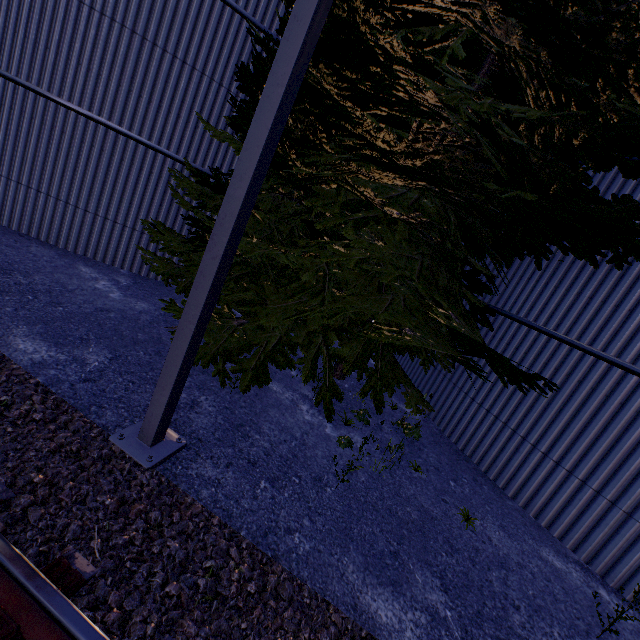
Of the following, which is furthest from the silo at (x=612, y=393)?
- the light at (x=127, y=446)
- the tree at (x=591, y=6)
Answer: the light at (x=127, y=446)

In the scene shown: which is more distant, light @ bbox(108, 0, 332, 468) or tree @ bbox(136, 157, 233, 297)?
tree @ bbox(136, 157, 233, 297)

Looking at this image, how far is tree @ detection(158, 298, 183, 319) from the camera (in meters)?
4.38

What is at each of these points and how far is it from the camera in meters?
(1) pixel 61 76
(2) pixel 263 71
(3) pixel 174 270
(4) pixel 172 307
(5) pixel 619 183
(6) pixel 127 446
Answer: (1) silo, 6.1
(2) tree, 4.6
(3) tree, 6.0
(4) tree, 4.6
(5) silo, 5.4
(6) light, 3.0

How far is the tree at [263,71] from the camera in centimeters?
433cm

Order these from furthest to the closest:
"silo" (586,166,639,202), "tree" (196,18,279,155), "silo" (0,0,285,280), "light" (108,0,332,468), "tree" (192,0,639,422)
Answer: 1. "silo" (0,0,285,280)
2. "silo" (586,166,639,202)
3. "tree" (196,18,279,155)
4. "tree" (192,0,639,422)
5. "light" (108,0,332,468)

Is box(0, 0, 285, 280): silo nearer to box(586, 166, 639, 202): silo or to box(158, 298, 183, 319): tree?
box(158, 298, 183, 319): tree
